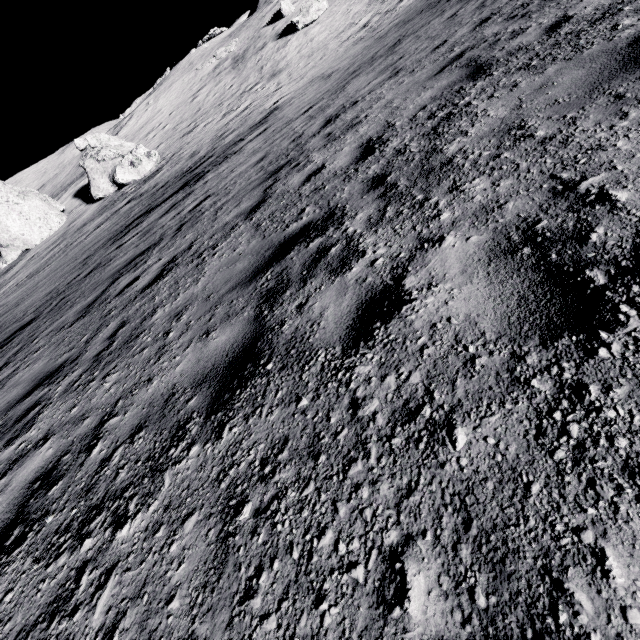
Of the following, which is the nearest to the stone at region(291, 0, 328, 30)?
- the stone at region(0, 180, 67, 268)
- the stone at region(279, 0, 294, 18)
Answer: the stone at region(279, 0, 294, 18)

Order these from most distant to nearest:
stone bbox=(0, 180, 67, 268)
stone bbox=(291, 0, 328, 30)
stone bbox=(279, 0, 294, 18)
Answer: stone bbox=(279, 0, 294, 18)
stone bbox=(291, 0, 328, 30)
stone bbox=(0, 180, 67, 268)

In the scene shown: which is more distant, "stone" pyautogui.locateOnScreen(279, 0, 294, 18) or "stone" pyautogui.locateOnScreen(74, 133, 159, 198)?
"stone" pyautogui.locateOnScreen(279, 0, 294, 18)

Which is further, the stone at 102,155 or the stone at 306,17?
the stone at 306,17

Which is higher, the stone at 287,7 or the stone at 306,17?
the stone at 287,7

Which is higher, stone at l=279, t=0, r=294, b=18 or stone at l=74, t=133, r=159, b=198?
stone at l=279, t=0, r=294, b=18

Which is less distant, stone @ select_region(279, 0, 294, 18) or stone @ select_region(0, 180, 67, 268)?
stone @ select_region(0, 180, 67, 268)

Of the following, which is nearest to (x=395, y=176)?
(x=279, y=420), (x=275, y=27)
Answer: (x=279, y=420)
